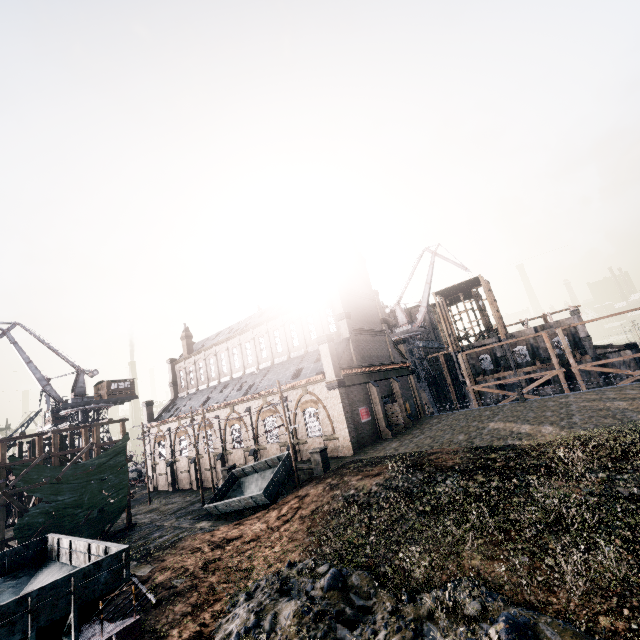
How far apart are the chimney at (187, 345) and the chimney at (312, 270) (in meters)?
28.48

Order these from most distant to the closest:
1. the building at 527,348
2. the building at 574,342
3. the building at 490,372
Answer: the building at 490,372
the building at 527,348
the building at 574,342

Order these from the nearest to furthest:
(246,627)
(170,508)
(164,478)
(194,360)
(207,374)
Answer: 1. (246,627)
2. (170,508)
3. (164,478)
4. (207,374)
5. (194,360)

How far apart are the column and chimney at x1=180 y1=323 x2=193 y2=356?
37.8 meters

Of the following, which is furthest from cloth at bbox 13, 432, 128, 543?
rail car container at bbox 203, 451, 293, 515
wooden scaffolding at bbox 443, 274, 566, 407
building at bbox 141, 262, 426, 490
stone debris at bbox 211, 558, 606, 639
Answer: wooden scaffolding at bbox 443, 274, 566, 407

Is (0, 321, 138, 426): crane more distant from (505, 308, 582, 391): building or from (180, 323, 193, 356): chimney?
(180, 323, 193, 356): chimney

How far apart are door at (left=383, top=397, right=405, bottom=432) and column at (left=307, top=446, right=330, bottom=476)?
12.62m

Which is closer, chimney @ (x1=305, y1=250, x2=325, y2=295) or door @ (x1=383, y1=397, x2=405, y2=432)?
door @ (x1=383, y1=397, x2=405, y2=432)
